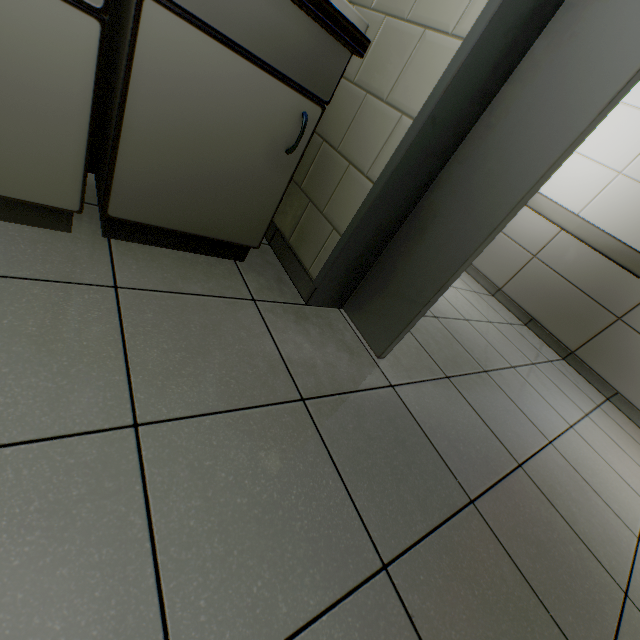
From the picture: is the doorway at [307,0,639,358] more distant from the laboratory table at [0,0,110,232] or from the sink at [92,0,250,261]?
the laboratory table at [0,0,110,232]

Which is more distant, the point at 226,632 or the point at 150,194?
the point at 150,194

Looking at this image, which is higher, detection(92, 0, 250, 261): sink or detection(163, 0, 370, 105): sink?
detection(163, 0, 370, 105): sink

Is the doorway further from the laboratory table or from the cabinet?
the laboratory table

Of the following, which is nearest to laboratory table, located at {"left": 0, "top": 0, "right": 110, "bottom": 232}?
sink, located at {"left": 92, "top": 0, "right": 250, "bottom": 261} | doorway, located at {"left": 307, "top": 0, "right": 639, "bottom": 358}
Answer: sink, located at {"left": 92, "top": 0, "right": 250, "bottom": 261}

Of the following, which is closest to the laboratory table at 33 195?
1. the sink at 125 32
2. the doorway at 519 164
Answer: the sink at 125 32

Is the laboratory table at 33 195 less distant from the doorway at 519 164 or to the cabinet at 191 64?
the cabinet at 191 64
